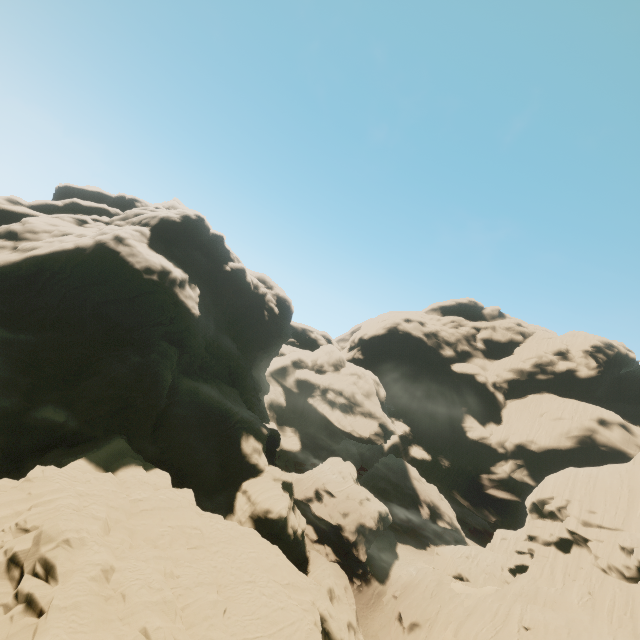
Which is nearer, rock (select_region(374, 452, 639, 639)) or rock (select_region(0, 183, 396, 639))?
rock (select_region(0, 183, 396, 639))

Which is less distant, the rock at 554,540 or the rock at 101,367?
the rock at 101,367

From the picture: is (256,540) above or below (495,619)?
above
